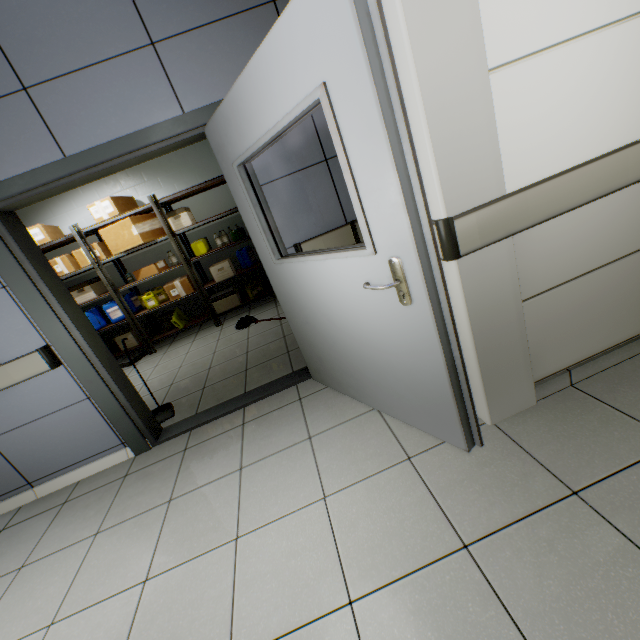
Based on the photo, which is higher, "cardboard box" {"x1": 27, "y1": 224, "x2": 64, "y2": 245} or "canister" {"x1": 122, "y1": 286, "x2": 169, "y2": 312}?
"cardboard box" {"x1": 27, "y1": 224, "x2": 64, "y2": 245}

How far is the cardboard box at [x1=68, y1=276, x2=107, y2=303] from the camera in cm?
523

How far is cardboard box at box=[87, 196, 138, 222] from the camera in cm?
474

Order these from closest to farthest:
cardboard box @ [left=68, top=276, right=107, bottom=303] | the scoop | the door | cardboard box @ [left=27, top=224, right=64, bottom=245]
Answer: the door, the scoop, cardboard box @ [left=27, top=224, right=64, bottom=245], cardboard box @ [left=68, top=276, right=107, bottom=303]

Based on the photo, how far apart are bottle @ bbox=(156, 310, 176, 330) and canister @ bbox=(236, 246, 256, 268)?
1.5 meters

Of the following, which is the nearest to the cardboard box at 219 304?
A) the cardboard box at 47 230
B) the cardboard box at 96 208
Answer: the cardboard box at 96 208

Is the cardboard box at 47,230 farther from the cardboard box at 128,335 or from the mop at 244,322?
the mop at 244,322

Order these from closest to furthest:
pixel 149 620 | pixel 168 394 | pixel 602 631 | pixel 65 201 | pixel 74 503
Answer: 1. pixel 602 631
2. pixel 149 620
3. pixel 74 503
4. pixel 168 394
5. pixel 65 201
